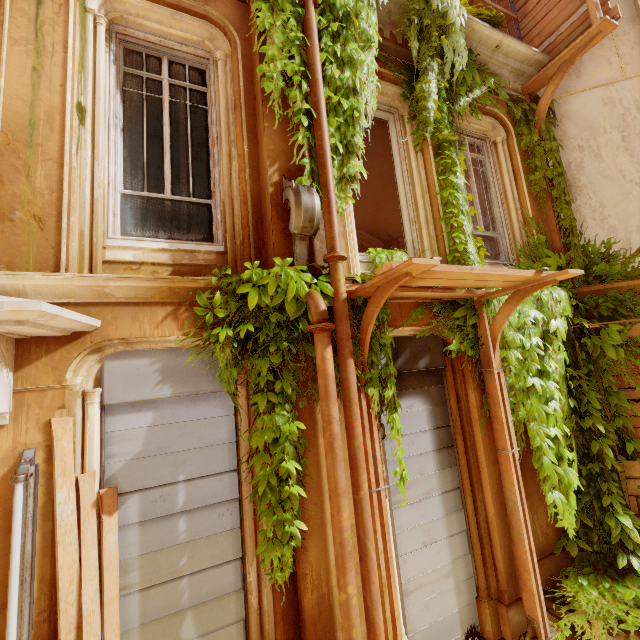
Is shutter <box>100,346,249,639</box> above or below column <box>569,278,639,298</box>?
below

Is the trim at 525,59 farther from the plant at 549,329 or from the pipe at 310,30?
the pipe at 310,30

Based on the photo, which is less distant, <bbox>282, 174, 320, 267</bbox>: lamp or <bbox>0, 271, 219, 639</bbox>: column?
<bbox>0, 271, 219, 639</bbox>: column

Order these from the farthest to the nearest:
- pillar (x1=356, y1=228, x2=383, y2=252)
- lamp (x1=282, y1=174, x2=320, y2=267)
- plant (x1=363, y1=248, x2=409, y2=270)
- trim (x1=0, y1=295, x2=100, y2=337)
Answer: pillar (x1=356, y1=228, x2=383, y2=252), plant (x1=363, y1=248, x2=409, y2=270), lamp (x1=282, y1=174, x2=320, y2=267), trim (x1=0, y1=295, x2=100, y2=337)

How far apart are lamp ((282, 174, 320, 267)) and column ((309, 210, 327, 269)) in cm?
1

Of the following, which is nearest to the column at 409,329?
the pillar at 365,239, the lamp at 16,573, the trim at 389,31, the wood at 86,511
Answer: the wood at 86,511

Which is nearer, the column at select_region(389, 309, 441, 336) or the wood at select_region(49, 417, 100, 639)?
the wood at select_region(49, 417, 100, 639)

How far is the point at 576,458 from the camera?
4.82m
